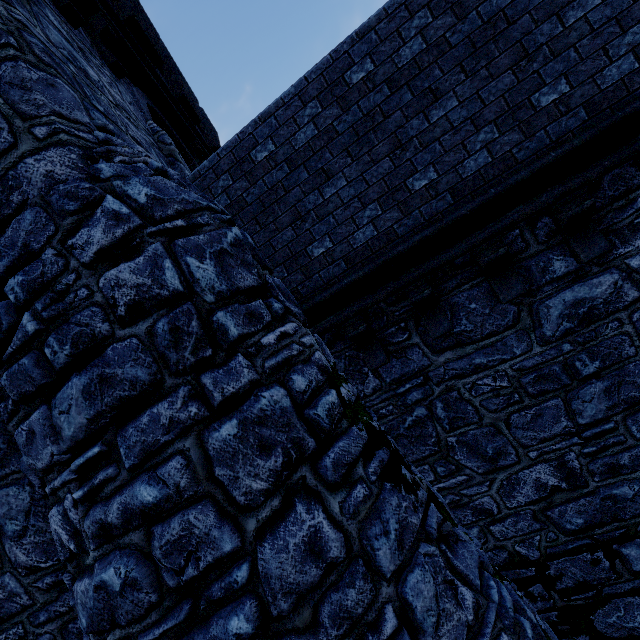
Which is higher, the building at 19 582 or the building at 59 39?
the building at 59 39

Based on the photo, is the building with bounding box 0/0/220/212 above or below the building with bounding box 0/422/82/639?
above

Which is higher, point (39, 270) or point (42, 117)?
point (42, 117)
